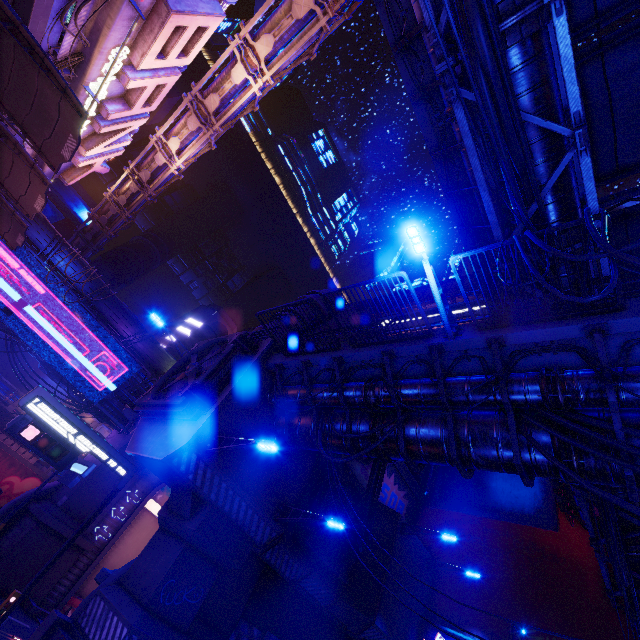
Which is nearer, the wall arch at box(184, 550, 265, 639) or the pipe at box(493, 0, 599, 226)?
the pipe at box(493, 0, 599, 226)

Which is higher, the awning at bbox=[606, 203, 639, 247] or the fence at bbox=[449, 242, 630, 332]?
the awning at bbox=[606, 203, 639, 247]

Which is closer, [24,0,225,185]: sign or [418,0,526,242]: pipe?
[418,0,526,242]: pipe

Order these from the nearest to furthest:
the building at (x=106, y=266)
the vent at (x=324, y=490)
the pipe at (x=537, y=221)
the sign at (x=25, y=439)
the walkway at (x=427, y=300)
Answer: the pipe at (x=537, y=221), the sign at (x=25, y=439), the vent at (x=324, y=490), the walkway at (x=427, y=300), the building at (x=106, y=266)

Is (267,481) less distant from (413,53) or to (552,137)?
(552,137)

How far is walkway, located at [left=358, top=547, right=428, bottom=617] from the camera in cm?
1764

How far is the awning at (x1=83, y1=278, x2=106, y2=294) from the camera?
23.21m

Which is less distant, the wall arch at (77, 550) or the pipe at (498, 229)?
the pipe at (498, 229)
